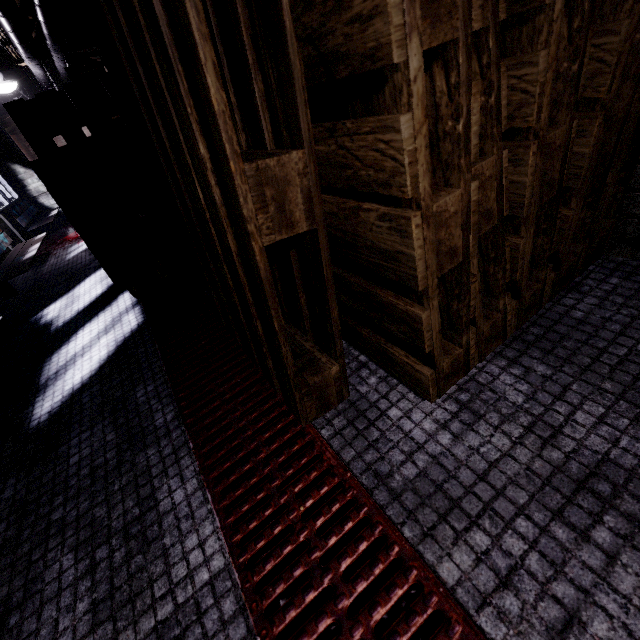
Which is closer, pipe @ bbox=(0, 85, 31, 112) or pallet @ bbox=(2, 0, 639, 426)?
pallet @ bbox=(2, 0, 639, 426)

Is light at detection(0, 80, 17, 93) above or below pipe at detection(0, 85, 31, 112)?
below

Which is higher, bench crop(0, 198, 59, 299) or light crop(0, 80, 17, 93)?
light crop(0, 80, 17, 93)

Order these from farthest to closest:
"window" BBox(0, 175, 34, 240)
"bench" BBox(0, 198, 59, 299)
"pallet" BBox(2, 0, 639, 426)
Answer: "window" BBox(0, 175, 34, 240) → "bench" BBox(0, 198, 59, 299) → "pallet" BBox(2, 0, 639, 426)

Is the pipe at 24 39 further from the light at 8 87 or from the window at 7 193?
the window at 7 193

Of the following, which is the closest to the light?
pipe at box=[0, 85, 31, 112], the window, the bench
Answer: pipe at box=[0, 85, 31, 112]

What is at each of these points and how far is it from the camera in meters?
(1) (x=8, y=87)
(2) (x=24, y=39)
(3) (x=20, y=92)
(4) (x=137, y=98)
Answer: (1) light, 3.9 m
(2) pipe, 2.9 m
(3) pipe, 4.8 m
(4) pallet, 1.2 m

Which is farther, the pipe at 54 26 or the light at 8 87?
the light at 8 87
